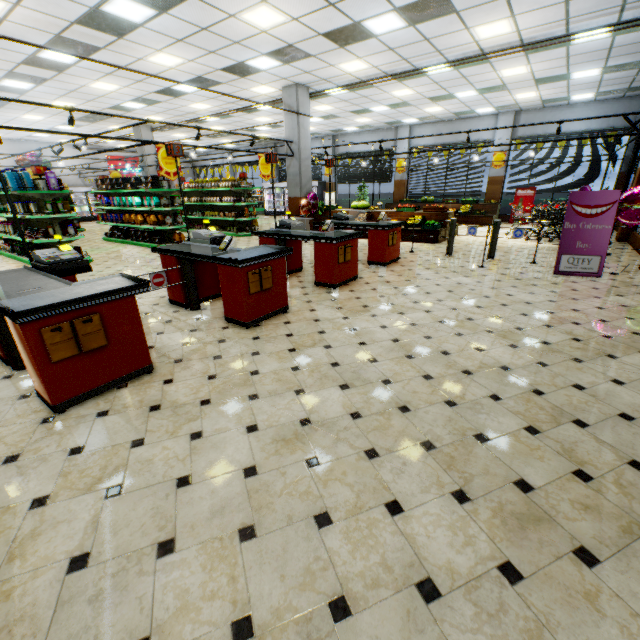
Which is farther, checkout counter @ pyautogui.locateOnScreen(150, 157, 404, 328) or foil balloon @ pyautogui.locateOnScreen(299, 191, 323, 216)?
foil balloon @ pyautogui.locateOnScreen(299, 191, 323, 216)

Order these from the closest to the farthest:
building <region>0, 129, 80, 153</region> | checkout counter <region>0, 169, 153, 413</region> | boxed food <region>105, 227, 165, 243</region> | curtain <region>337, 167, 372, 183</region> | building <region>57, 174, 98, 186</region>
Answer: checkout counter <region>0, 169, 153, 413</region>
boxed food <region>105, 227, 165, 243</region>
building <region>0, 129, 80, 153</region>
curtain <region>337, 167, 372, 183</region>
building <region>57, 174, 98, 186</region>

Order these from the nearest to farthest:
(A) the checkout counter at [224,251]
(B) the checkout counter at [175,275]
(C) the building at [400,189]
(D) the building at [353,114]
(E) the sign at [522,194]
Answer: (A) the checkout counter at [224,251], (B) the checkout counter at [175,275], (D) the building at [353,114], (E) the sign at [522,194], (C) the building at [400,189]

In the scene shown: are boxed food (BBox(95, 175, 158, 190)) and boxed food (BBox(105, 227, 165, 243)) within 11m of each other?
yes

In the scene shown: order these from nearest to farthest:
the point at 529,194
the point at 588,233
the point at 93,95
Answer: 1. the point at 588,233
2. the point at 93,95
3. the point at 529,194

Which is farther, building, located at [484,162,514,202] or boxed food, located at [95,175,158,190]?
building, located at [484,162,514,202]

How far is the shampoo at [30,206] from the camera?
8.4 meters

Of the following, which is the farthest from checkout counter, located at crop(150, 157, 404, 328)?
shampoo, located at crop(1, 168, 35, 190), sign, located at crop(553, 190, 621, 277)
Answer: shampoo, located at crop(1, 168, 35, 190)
